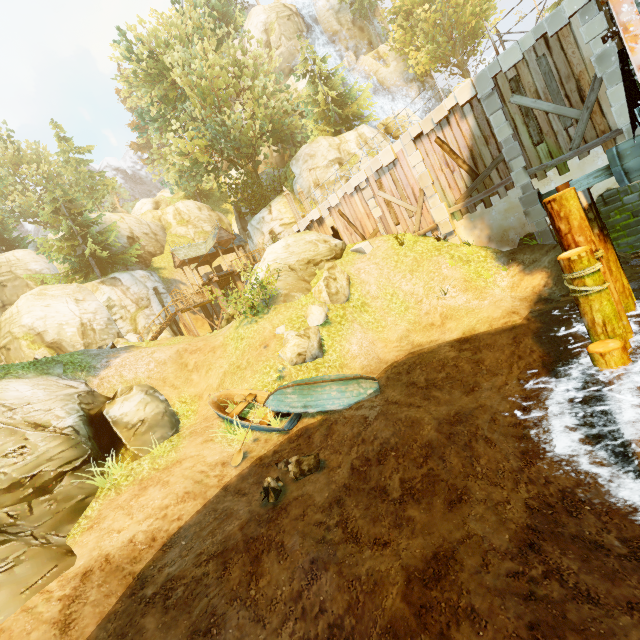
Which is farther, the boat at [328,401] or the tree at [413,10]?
the tree at [413,10]

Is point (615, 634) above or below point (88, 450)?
below

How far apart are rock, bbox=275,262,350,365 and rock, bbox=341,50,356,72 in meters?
35.1 m

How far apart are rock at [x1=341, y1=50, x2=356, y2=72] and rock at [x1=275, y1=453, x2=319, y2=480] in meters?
42.6

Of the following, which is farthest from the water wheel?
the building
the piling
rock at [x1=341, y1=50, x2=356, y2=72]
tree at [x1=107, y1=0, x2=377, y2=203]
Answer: rock at [x1=341, y1=50, x2=356, y2=72]

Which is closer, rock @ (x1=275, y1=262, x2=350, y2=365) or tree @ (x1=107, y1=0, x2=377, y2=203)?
rock @ (x1=275, y1=262, x2=350, y2=365)

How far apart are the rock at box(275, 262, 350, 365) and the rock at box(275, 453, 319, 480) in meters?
6.3 m

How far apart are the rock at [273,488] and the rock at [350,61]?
43.3 meters
